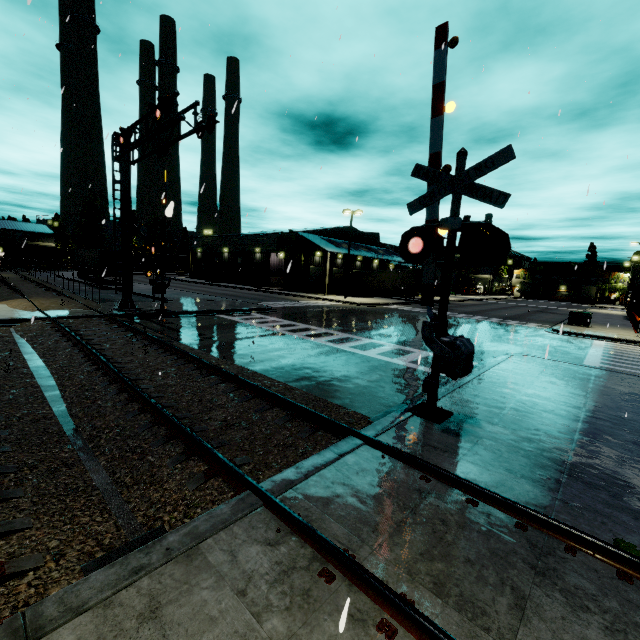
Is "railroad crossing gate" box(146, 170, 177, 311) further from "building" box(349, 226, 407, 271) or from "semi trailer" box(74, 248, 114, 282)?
"semi trailer" box(74, 248, 114, 282)

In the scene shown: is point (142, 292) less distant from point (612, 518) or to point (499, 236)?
point (499, 236)

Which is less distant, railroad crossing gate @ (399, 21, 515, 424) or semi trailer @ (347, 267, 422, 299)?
railroad crossing gate @ (399, 21, 515, 424)

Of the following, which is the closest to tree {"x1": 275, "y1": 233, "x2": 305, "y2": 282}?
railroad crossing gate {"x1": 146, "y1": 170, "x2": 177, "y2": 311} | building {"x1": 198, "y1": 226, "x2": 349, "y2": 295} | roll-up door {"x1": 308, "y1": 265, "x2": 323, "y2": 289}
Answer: building {"x1": 198, "y1": 226, "x2": 349, "y2": 295}

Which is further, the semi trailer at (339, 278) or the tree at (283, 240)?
the semi trailer at (339, 278)

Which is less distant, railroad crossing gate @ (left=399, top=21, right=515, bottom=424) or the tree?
railroad crossing gate @ (left=399, top=21, right=515, bottom=424)

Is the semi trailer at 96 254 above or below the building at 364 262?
below

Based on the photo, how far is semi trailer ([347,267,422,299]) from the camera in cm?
4003
